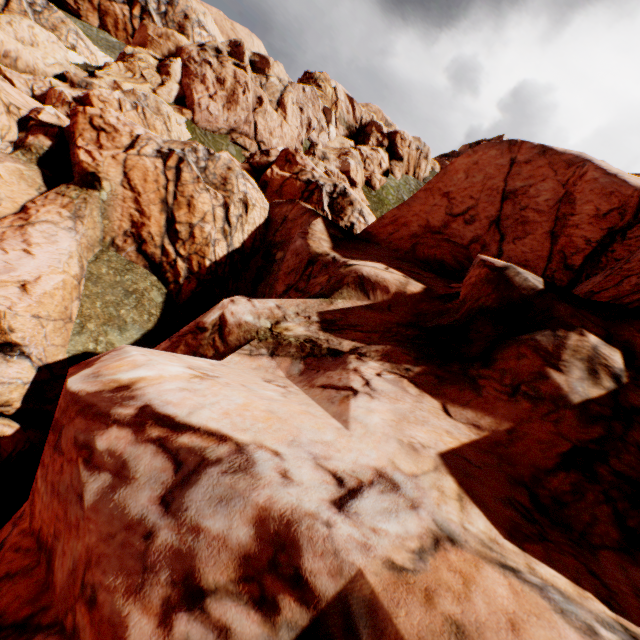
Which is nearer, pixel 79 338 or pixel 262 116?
pixel 79 338
